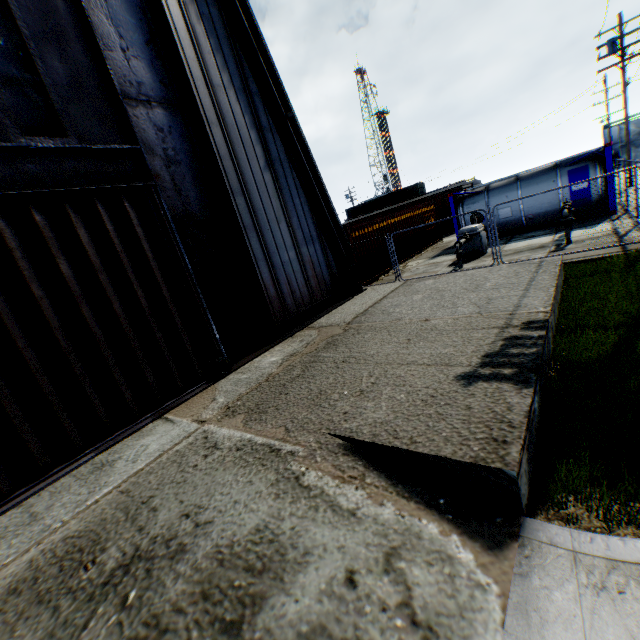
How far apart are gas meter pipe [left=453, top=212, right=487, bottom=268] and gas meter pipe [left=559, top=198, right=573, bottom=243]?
2.8 meters

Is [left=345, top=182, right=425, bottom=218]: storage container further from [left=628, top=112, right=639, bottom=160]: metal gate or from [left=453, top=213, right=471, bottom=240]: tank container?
[left=628, top=112, right=639, bottom=160]: metal gate

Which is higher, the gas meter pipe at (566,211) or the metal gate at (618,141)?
the metal gate at (618,141)

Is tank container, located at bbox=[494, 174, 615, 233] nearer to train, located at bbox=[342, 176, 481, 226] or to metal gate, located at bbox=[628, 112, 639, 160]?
train, located at bbox=[342, 176, 481, 226]

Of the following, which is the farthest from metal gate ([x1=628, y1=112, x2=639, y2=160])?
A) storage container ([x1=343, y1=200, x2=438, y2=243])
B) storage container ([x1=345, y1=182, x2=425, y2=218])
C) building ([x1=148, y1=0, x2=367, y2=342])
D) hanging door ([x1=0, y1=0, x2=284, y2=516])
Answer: hanging door ([x1=0, y1=0, x2=284, y2=516])

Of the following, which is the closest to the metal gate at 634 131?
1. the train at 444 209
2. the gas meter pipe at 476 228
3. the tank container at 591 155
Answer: the train at 444 209

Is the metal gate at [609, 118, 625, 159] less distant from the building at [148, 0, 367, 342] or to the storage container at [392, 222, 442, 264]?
the storage container at [392, 222, 442, 264]

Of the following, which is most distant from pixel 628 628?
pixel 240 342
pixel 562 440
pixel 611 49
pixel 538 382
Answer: pixel 611 49
